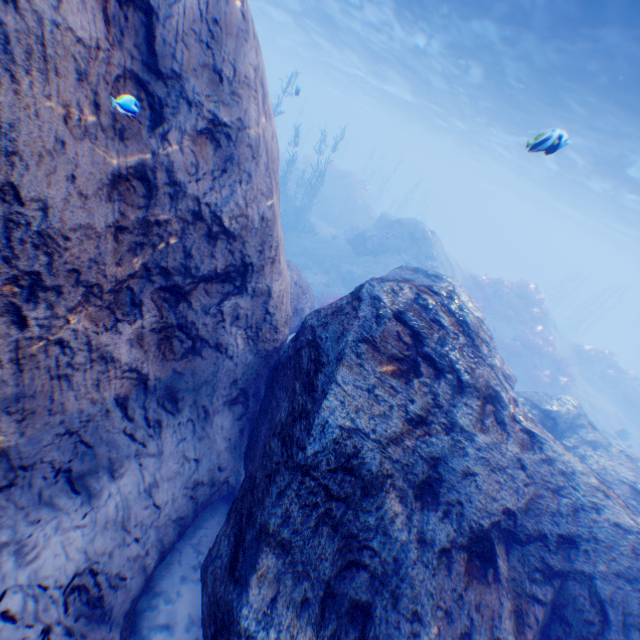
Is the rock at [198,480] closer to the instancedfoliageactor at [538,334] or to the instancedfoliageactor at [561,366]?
the instancedfoliageactor at [538,334]

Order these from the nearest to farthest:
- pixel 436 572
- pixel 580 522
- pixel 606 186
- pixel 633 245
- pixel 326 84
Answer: pixel 436 572
pixel 580 522
pixel 606 186
pixel 633 245
pixel 326 84

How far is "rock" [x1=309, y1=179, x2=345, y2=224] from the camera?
30.7m

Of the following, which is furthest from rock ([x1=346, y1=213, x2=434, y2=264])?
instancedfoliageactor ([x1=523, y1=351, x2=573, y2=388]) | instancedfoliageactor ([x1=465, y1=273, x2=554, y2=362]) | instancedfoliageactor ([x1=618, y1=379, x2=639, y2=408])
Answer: instancedfoliageactor ([x1=618, y1=379, x2=639, y2=408])

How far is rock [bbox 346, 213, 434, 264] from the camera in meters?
22.2

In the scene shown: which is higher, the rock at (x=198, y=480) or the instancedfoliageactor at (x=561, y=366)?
the rock at (x=198, y=480)

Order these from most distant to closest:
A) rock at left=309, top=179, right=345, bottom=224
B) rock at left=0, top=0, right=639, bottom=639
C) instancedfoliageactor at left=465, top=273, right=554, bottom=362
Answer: rock at left=309, top=179, right=345, bottom=224 < instancedfoliageactor at left=465, top=273, right=554, bottom=362 < rock at left=0, top=0, right=639, bottom=639

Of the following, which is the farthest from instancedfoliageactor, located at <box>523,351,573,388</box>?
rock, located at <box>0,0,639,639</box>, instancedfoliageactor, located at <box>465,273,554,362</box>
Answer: rock, located at <box>0,0,639,639</box>
